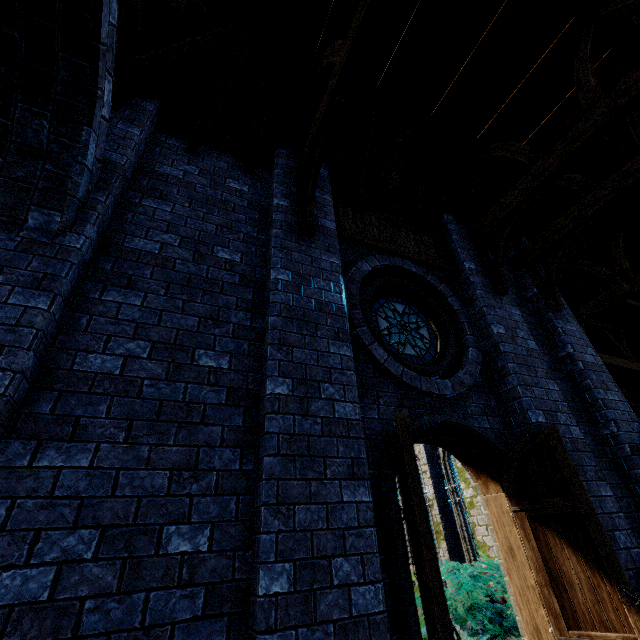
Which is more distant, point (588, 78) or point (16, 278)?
point (588, 78)

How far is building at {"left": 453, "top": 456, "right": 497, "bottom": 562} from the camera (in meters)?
6.92

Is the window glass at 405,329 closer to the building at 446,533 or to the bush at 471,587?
the building at 446,533

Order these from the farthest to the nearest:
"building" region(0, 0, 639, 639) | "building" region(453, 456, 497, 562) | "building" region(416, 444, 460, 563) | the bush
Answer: "building" region(416, 444, 460, 563)
"building" region(453, 456, 497, 562)
the bush
"building" region(0, 0, 639, 639)

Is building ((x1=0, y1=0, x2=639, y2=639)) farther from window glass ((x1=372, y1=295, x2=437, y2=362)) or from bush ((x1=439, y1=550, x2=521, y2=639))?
window glass ((x1=372, y1=295, x2=437, y2=362))

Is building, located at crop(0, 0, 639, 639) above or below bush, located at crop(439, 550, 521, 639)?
above

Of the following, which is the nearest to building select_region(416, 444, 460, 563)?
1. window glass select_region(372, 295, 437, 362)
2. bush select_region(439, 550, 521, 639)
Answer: bush select_region(439, 550, 521, 639)
